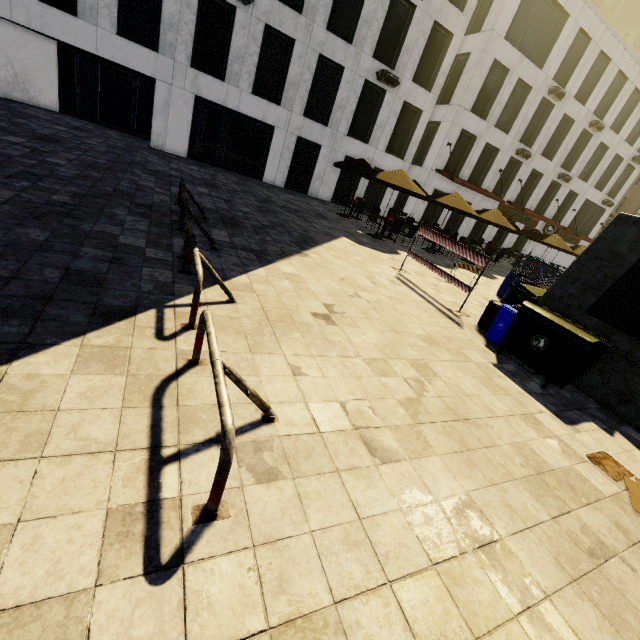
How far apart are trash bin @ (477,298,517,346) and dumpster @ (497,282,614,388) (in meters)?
0.09

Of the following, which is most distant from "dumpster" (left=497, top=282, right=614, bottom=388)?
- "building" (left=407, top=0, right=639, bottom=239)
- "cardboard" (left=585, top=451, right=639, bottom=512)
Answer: "building" (left=407, top=0, right=639, bottom=239)

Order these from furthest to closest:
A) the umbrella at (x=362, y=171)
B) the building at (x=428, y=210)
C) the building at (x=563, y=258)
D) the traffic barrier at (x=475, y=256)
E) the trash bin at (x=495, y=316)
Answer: the building at (x=563, y=258)
the building at (x=428, y=210)
the umbrella at (x=362, y=171)
the traffic barrier at (x=475, y=256)
the trash bin at (x=495, y=316)

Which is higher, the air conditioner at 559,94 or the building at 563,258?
the air conditioner at 559,94

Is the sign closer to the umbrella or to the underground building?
the underground building

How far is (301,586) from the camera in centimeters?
194cm

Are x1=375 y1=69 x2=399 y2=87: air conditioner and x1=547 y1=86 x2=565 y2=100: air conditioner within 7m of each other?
no

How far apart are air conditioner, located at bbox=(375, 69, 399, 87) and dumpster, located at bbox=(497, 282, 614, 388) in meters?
17.3 m
